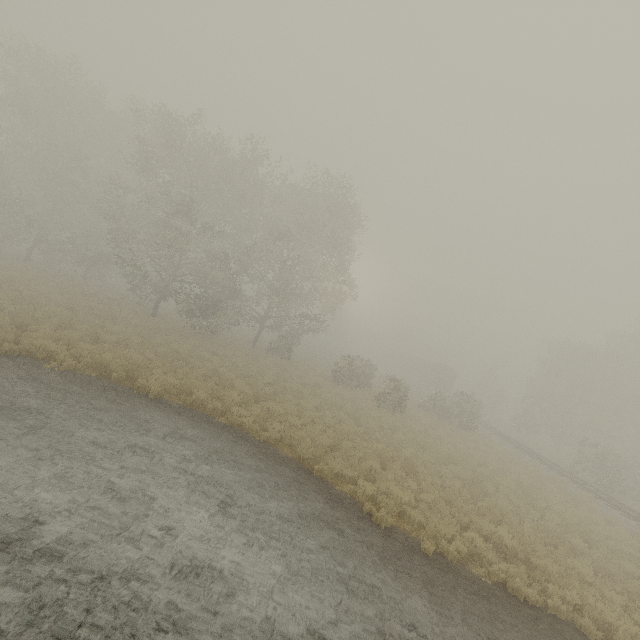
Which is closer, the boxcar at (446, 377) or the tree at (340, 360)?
the tree at (340, 360)

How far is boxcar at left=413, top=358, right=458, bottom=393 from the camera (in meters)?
50.19

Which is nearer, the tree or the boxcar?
the tree

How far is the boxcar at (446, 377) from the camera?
50.2 meters

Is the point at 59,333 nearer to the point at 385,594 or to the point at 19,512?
the point at 19,512
